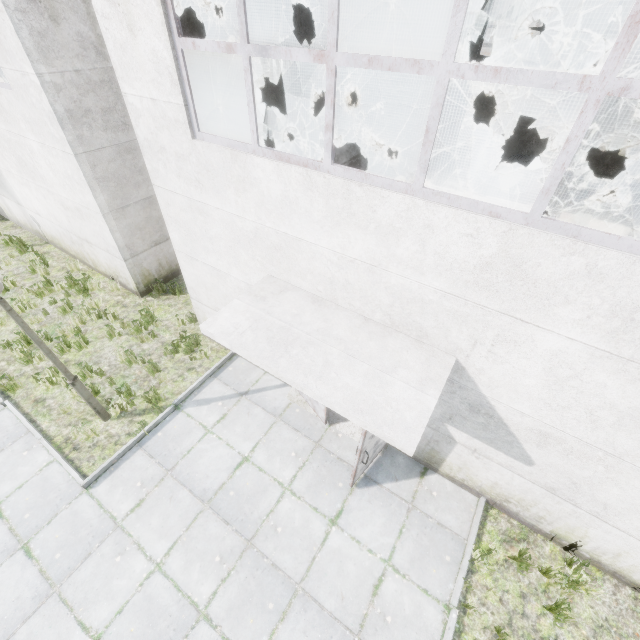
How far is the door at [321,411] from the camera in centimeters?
634cm

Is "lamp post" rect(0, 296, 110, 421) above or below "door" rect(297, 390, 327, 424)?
above

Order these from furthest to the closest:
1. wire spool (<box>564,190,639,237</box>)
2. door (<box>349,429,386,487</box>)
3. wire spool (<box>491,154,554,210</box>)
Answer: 1. wire spool (<box>491,154,554,210</box>)
2. wire spool (<box>564,190,639,237</box>)
3. door (<box>349,429,386,487</box>)

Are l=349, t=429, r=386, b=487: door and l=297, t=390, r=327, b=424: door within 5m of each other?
yes

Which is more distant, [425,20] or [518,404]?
[425,20]

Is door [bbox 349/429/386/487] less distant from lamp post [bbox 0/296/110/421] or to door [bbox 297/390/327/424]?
door [bbox 297/390/327/424]

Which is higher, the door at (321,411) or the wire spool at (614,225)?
the wire spool at (614,225)

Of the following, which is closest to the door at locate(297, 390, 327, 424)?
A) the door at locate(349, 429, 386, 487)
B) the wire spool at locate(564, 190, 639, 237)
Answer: the door at locate(349, 429, 386, 487)
